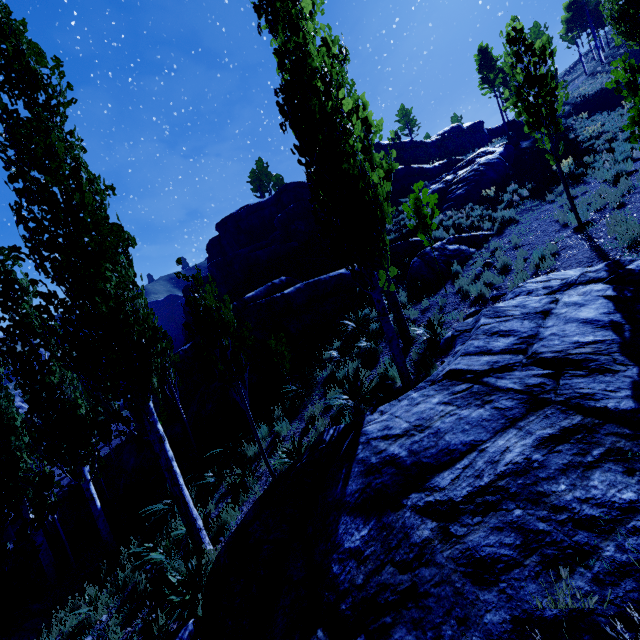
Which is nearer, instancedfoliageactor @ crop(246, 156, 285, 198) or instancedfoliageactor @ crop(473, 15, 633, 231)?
instancedfoliageactor @ crop(473, 15, 633, 231)

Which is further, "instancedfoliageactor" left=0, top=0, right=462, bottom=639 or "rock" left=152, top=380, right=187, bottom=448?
"rock" left=152, top=380, right=187, bottom=448

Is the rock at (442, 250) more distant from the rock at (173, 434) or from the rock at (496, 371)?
the rock at (496, 371)

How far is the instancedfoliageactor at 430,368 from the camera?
6.4 meters

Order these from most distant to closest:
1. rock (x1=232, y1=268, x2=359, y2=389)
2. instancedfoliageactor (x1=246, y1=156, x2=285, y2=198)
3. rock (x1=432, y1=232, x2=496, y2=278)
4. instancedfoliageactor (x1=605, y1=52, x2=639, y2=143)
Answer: instancedfoliageactor (x1=246, y1=156, x2=285, y2=198), rock (x1=232, y1=268, x2=359, y2=389), rock (x1=432, y1=232, x2=496, y2=278), instancedfoliageactor (x1=605, y1=52, x2=639, y2=143)

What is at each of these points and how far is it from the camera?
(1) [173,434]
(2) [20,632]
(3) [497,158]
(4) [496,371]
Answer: (1) rock, 14.4 meters
(2) rock, 7.8 meters
(3) rock, 18.3 meters
(4) rock, 4.1 meters

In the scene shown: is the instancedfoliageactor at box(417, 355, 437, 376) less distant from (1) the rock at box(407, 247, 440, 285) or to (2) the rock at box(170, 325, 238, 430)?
(1) the rock at box(407, 247, 440, 285)

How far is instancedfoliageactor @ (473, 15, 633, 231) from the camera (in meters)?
8.02
